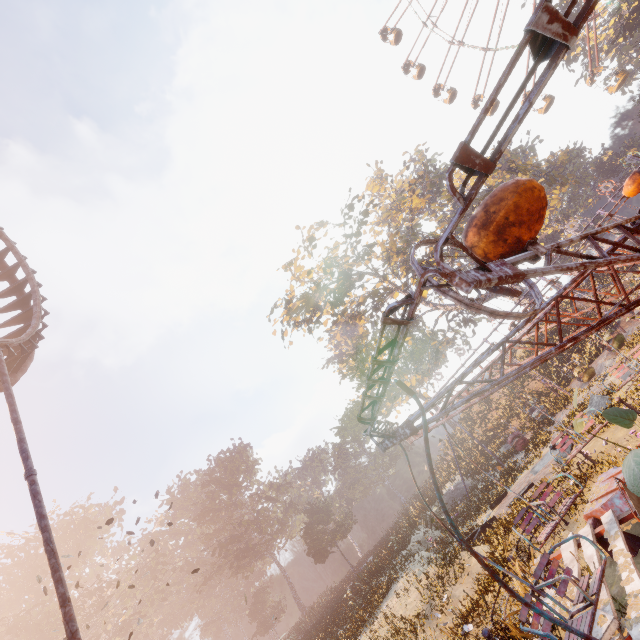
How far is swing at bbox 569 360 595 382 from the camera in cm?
1964

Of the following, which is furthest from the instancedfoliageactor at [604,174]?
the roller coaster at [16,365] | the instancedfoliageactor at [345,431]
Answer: the instancedfoliageactor at [345,431]

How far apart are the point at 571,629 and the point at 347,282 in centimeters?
4511cm

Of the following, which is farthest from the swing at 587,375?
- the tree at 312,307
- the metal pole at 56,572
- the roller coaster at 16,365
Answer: the roller coaster at 16,365

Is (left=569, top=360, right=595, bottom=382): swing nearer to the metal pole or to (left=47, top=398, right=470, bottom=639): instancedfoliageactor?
(left=47, top=398, right=470, bottom=639): instancedfoliageactor

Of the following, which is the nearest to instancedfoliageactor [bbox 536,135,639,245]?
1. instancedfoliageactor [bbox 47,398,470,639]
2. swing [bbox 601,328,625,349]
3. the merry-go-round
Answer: swing [bbox 601,328,625,349]

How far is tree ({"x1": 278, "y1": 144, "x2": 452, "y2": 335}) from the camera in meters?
31.3
